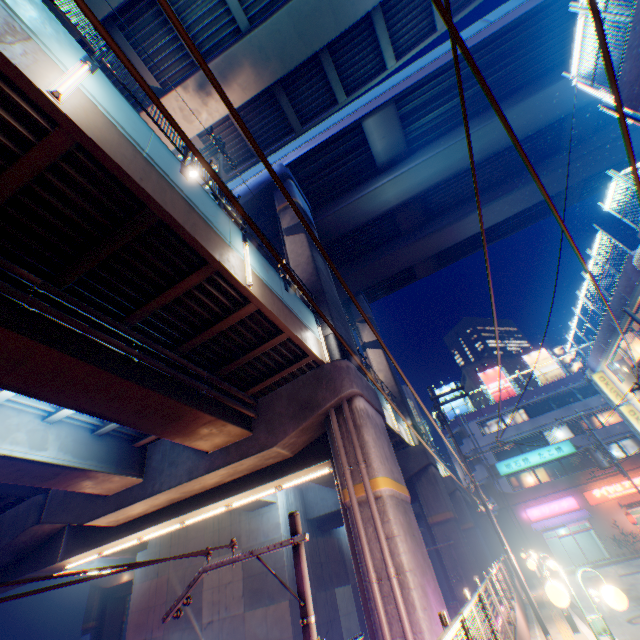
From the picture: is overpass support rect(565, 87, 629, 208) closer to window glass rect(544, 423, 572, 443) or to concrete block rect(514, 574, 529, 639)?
concrete block rect(514, 574, 529, 639)

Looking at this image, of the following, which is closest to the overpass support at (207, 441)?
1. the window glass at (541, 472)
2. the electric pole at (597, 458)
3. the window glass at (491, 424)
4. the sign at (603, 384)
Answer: the window glass at (541, 472)

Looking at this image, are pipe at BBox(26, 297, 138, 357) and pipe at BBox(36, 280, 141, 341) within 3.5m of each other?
yes

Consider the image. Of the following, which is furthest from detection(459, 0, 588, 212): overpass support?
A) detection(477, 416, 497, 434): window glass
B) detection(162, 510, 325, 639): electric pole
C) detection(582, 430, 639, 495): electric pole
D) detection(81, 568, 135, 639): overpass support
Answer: detection(582, 430, 639, 495): electric pole

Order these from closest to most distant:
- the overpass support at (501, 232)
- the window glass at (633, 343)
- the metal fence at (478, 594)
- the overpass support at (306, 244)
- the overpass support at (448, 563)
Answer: the metal fence at (478, 594) → the overpass support at (306, 244) → the overpass support at (448, 563) → the window glass at (633, 343) → the overpass support at (501, 232)

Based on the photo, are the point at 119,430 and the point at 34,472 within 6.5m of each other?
yes

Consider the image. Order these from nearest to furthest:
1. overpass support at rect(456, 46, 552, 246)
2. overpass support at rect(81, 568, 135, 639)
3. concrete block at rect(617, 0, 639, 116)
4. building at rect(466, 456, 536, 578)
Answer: concrete block at rect(617, 0, 639, 116)
overpass support at rect(456, 46, 552, 246)
overpass support at rect(81, 568, 135, 639)
building at rect(466, 456, 536, 578)

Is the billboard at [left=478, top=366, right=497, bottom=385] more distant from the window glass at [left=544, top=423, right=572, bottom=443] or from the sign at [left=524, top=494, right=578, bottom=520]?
the sign at [left=524, top=494, right=578, bottom=520]
